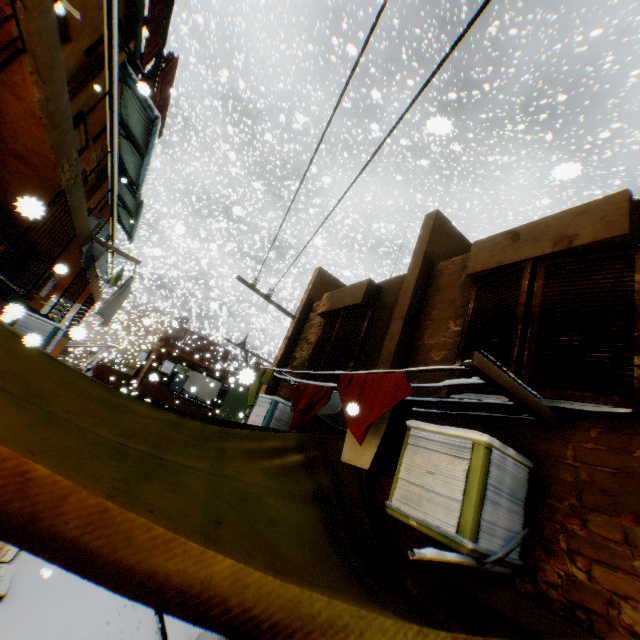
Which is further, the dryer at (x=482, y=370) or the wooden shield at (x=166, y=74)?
the wooden shield at (x=166, y=74)

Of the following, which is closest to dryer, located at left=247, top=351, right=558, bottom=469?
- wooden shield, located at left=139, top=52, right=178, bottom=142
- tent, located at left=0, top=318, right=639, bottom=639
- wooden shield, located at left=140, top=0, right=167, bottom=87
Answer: tent, located at left=0, top=318, right=639, bottom=639

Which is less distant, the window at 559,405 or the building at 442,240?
the window at 559,405

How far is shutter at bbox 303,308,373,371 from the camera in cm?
573

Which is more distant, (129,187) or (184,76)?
(184,76)

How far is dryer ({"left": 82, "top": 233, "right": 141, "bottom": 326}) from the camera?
8.1m

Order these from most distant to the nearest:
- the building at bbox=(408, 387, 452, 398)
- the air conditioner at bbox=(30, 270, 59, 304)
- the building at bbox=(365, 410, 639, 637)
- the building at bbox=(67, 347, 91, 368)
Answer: the building at bbox=(67, 347, 91, 368), the air conditioner at bbox=(30, 270, 59, 304), the building at bbox=(408, 387, 452, 398), the building at bbox=(365, 410, 639, 637)

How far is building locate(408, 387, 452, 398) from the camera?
3.9 meters
